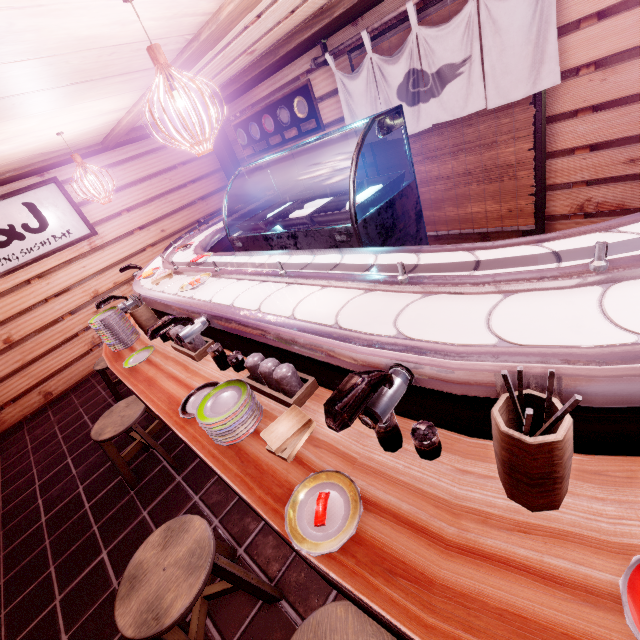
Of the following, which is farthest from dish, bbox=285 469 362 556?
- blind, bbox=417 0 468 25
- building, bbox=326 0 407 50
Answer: blind, bbox=417 0 468 25

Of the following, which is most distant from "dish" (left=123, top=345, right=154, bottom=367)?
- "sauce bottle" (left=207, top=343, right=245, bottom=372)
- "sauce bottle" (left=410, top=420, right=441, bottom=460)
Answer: "sauce bottle" (left=410, top=420, right=441, bottom=460)

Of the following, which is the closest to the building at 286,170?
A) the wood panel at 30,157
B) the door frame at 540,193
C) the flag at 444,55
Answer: the door frame at 540,193

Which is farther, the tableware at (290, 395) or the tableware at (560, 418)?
the tableware at (290, 395)

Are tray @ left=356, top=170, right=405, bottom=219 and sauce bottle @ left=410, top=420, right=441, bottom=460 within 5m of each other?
yes

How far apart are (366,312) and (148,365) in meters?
3.7 m

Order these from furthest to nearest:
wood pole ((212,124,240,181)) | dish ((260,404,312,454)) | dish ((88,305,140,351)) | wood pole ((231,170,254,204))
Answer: wood pole ((231,170,254,204)), wood pole ((212,124,240,181)), dish ((88,305,140,351)), dish ((260,404,312,454))

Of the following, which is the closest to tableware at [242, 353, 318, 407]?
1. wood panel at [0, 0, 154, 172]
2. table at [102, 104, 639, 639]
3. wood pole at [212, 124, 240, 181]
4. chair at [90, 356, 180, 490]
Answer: table at [102, 104, 639, 639]
